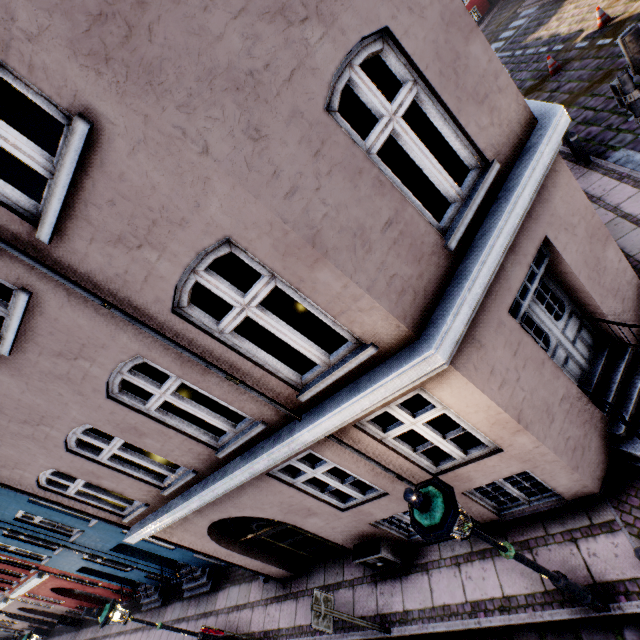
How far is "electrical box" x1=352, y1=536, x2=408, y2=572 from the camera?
6.3 meters

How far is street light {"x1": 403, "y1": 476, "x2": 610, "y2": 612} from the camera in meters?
2.8 m

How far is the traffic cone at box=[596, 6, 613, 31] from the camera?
12.8m

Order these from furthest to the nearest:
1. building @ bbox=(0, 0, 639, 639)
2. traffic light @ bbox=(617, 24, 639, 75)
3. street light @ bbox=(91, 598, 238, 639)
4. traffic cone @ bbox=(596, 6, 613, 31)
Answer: traffic cone @ bbox=(596, 6, 613, 31), street light @ bbox=(91, 598, 238, 639), traffic light @ bbox=(617, 24, 639, 75), building @ bbox=(0, 0, 639, 639)

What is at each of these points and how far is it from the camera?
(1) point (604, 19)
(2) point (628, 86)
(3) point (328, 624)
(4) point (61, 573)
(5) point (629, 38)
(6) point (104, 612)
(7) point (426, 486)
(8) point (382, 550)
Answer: (1) traffic cone, 12.91m
(2) traffic light pole, 5.57m
(3) sign, 5.39m
(4) building, 13.57m
(5) traffic light, 5.21m
(6) street light, 7.32m
(7) street light, 3.09m
(8) electrical box, 6.25m

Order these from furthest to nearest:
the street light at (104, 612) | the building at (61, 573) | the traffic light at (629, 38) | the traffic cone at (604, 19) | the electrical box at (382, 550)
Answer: the traffic cone at (604, 19) → the street light at (104, 612) → the electrical box at (382, 550) → the traffic light at (629, 38) → the building at (61, 573)

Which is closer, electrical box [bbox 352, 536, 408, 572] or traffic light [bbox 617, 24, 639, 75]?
traffic light [bbox 617, 24, 639, 75]

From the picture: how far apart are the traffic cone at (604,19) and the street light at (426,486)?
19.39m
